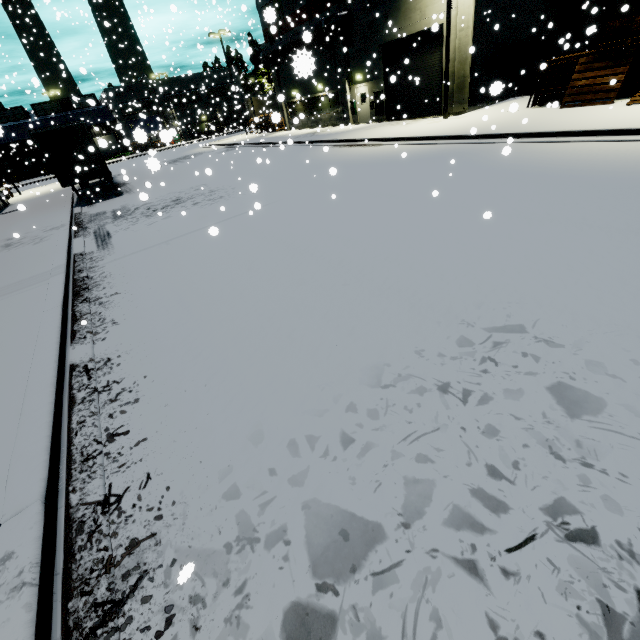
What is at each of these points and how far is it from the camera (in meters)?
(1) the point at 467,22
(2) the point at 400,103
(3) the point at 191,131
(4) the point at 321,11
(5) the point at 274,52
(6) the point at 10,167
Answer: (1) building, 16.98
(2) roll-up door, 23.02
(3) building, 57.56
(4) building, 24.61
(5) pipe, 29.45
(6) building, 57.38

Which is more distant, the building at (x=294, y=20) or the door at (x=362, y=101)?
the building at (x=294, y=20)

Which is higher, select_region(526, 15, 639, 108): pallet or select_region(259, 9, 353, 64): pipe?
select_region(259, 9, 353, 64): pipe

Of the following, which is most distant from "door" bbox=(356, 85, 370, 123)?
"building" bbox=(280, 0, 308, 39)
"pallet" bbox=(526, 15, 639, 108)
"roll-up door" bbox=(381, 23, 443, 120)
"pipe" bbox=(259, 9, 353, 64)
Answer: "pallet" bbox=(526, 15, 639, 108)

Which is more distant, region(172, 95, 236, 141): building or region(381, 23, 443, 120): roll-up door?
region(172, 95, 236, 141): building

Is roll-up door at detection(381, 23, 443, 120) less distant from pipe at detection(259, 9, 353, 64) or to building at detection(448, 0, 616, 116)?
building at detection(448, 0, 616, 116)

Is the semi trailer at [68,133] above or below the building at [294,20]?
below

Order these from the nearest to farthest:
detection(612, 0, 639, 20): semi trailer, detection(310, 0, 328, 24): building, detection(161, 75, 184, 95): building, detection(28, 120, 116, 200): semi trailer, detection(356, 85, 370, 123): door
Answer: detection(612, 0, 639, 20): semi trailer, detection(28, 120, 116, 200): semi trailer, detection(310, 0, 328, 24): building, detection(356, 85, 370, 123): door, detection(161, 75, 184, 95): building
